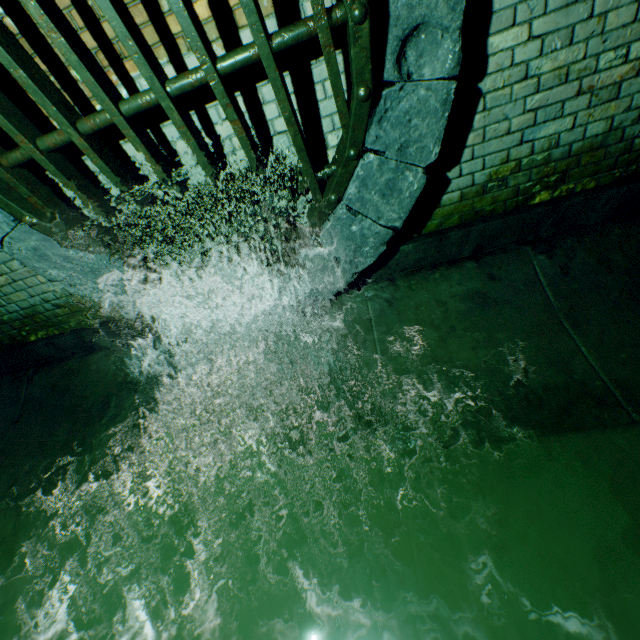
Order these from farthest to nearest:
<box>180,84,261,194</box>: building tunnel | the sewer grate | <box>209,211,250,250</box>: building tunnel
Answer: <box>209,211,250,250</box>: building tunnel → <box>180,84,261,194</box>: building tunnel → the sewer grate

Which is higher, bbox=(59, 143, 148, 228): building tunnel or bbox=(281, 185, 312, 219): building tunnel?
bbox=(59, 143, 148, 228): building tunnel

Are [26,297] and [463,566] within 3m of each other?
no

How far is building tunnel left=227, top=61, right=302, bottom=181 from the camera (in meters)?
1.97

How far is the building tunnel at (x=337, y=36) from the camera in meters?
1.8

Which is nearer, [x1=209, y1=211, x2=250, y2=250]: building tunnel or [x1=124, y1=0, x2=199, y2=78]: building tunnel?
[x1=124, y1=0, x2=199, y2=78]: building tunnel
